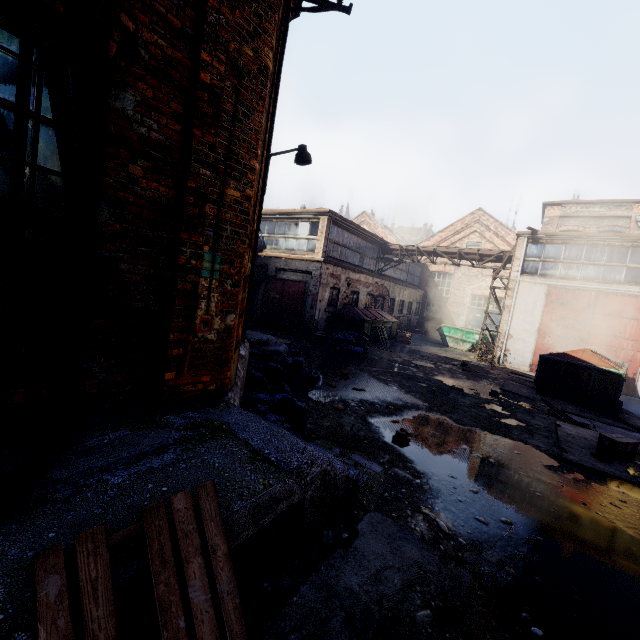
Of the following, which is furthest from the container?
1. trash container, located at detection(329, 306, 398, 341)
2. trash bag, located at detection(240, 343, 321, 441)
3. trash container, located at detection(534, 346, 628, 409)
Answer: trash bag, located at detection(240, 343, 321, 441)

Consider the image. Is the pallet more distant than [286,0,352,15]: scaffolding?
No

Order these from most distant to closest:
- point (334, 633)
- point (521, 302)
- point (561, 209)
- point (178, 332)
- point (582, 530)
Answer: point (561, 209) → point (521, 302) → point (582, 530) → point (178, 332) → point (334, 633)

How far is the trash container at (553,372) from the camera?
10.0m

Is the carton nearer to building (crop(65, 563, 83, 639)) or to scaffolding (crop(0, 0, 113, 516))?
building (crop(65, 563, 83, 639))

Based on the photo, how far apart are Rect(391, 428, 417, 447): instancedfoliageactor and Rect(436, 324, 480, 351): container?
16.51m

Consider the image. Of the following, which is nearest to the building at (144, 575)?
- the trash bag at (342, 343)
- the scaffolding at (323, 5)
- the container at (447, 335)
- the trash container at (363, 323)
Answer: the trash bag at (342, 343)

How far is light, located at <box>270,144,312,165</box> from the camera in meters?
7.1
